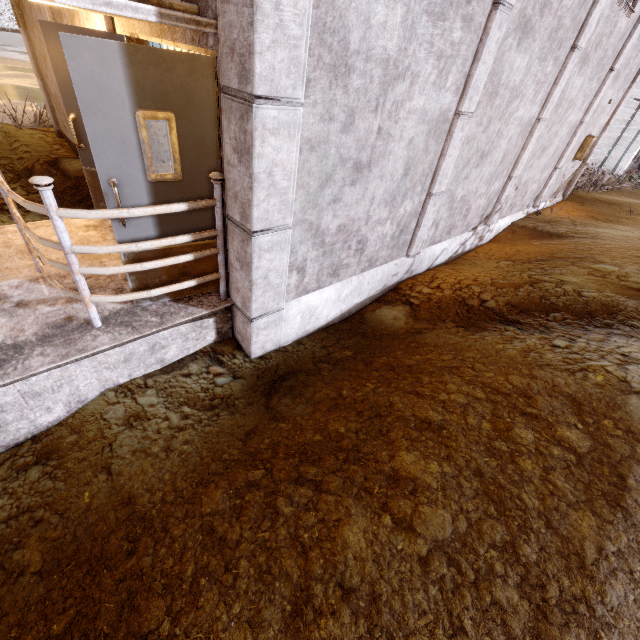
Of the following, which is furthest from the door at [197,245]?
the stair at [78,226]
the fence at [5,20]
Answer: the fence at [5,20]

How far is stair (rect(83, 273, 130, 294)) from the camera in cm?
351

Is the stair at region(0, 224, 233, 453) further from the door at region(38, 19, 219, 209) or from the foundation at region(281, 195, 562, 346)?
the foundation at region(281, 195, 562, 346)

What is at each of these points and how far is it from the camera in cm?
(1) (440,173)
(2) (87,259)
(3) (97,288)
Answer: (1) trim, 443
(2) stair, 393
(3) stair, 354

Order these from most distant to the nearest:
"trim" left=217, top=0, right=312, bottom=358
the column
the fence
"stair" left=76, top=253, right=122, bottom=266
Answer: the fence
the column
"stair" left=76, top=253, right=122, bottom=266
"trim" left=217, top=0, right=312, bottom=358

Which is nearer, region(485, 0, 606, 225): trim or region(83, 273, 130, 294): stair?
region(83, 273, 130, 294): stair

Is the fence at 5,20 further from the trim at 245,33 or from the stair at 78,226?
the stair at 78,226

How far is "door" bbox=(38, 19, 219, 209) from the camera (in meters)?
2.22
